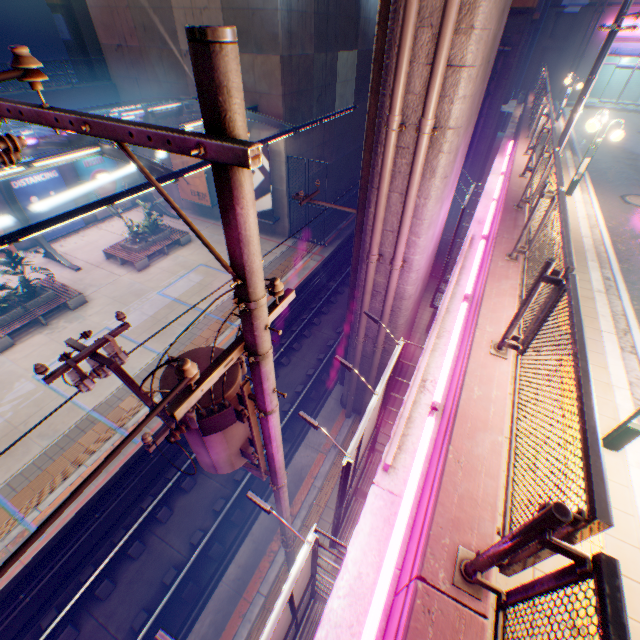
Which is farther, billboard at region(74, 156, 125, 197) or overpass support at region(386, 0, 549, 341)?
billboard at region(74, 156, 125, 197)

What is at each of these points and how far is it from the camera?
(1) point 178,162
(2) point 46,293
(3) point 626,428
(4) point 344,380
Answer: →
(1) billboard, 19.9m
(2) flower bed, 14.4m
(3) street lamp, 3.9m
(4) overpass support, 10.9m

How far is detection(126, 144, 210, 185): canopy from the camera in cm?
957

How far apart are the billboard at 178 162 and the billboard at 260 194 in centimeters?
201cm

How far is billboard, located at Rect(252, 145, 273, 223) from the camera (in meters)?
17.08

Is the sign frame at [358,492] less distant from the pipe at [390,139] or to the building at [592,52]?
the pipe at [390,139]

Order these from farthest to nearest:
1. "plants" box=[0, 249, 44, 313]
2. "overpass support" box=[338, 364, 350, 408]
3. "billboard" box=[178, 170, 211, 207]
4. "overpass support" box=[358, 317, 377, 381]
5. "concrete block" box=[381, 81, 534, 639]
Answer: "billboard" box=[178, 170, 211, 207], "plants" box=[0, 249, 44, 313], "overpass support" box=[338, 364, 350, 408], "overpass support" box=[358, 317, 377, 381], "concrete block" box=[381, 81, 534, 639]

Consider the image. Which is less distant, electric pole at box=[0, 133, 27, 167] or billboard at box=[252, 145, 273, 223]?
electric pole at box=[0, 133, 27, 167]
